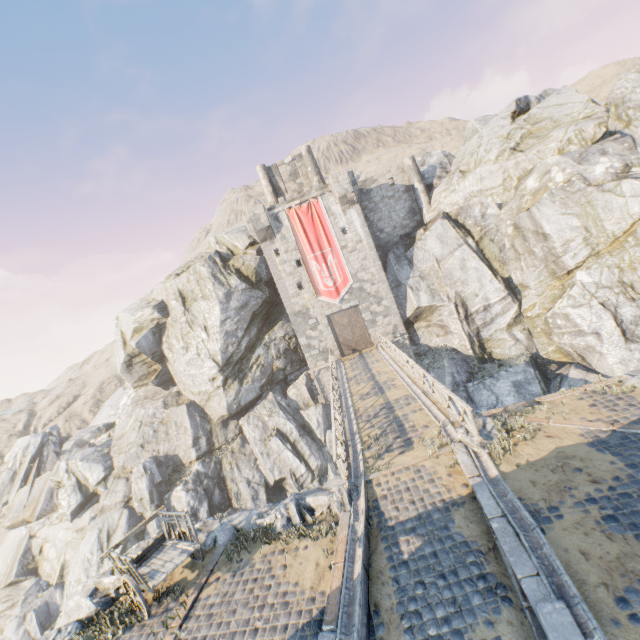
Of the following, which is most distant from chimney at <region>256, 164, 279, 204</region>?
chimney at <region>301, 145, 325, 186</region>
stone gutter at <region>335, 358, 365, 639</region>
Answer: stone gutter at <region>335, 358, 365, 639</region>

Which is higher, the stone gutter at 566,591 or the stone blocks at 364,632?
the stone gutter at 566,591

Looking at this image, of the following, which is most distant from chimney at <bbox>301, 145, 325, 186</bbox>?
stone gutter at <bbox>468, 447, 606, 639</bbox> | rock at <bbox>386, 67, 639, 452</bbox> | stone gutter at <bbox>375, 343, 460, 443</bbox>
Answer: stone gutter at <bbox>468, 447, 606, 639</bbox>

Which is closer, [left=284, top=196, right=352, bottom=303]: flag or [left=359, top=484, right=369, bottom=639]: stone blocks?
[left=359, top=484, right=369, bottom=639]: stone blocks

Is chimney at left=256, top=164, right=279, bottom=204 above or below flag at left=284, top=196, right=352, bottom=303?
above

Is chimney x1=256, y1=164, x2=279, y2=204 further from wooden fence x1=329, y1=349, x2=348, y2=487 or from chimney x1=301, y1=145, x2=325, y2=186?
wooden fence x1=329, y1=349, x2=348, y2=487

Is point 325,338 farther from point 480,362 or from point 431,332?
point 480,362

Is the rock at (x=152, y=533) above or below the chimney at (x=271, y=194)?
below
